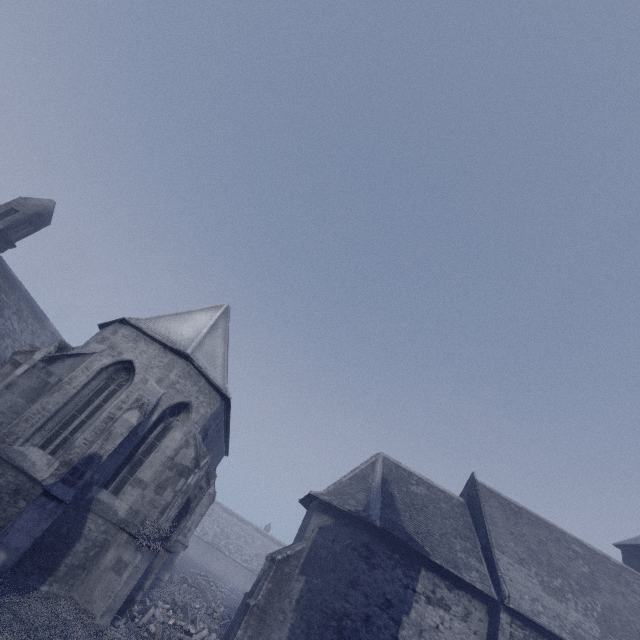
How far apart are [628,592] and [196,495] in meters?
24.1
